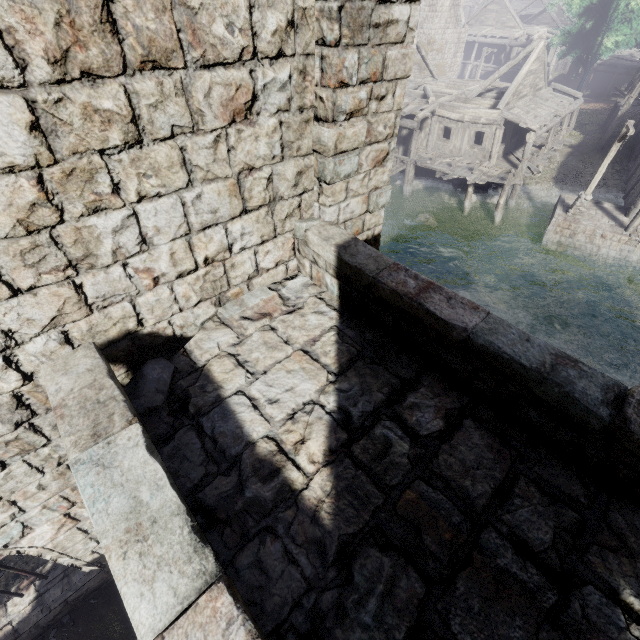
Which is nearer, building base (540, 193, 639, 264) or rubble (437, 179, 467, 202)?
building base (540, 193, 639, 264)

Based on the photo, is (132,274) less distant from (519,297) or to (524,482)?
(524,482)

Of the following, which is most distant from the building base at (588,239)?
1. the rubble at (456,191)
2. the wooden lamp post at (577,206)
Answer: the rubble at (456,191)

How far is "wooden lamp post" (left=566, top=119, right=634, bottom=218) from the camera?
15.3m

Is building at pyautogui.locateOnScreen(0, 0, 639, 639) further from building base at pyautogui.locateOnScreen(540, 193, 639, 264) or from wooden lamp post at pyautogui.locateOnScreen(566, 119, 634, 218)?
wooden lamp post at pyautogui.locateOnScreen(566, 119, 634, 218)

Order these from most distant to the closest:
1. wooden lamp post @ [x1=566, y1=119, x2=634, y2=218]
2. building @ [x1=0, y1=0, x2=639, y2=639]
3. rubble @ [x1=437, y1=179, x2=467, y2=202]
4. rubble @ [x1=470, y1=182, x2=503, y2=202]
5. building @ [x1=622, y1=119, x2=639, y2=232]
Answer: rubble @ [x1=437, y1=179, x2=467, y2=202]
rubble @ [x1=470, y1=182, x2=503, y2=202]
building @ [x1=622, y1=119, x2=639, y2=232]
wooden lamp post @ [x1=566, y1=119, x2=634, y2=218]
building @ [x1=0, y1=0, x2=639, y2=639]

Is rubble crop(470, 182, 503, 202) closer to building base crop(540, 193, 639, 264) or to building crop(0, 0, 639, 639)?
building crop(0, 0, 639, 639)

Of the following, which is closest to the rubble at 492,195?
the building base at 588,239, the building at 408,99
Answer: the building at 408,99
